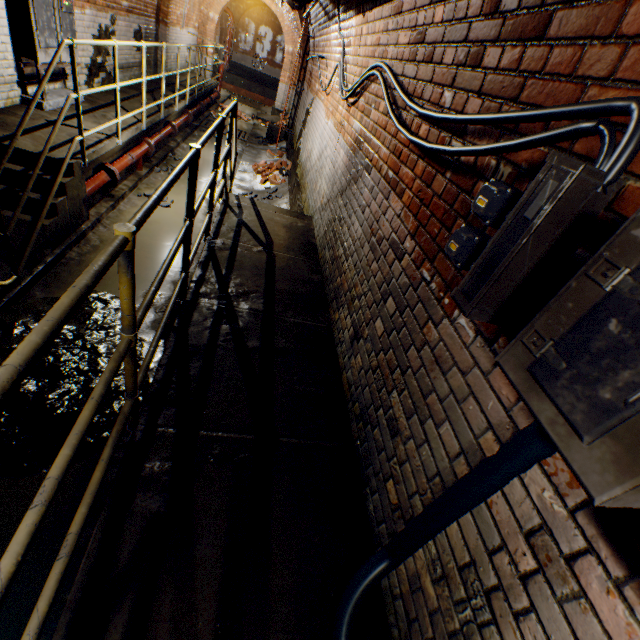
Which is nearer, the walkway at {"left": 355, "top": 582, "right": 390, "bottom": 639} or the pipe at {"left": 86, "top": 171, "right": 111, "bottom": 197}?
the walkway at {"left": 355, "top": 582, "right": 390, "bottom": 639}

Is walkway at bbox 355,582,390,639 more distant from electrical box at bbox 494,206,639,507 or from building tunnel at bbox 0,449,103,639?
electrical box at bbox 494,206,639,507

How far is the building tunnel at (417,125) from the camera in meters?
1.2 m

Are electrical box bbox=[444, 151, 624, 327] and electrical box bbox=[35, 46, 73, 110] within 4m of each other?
no

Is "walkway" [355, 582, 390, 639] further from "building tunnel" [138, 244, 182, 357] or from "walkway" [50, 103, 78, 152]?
"walkway" [50, 103, 78, 152]

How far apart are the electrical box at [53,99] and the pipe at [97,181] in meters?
1.2 m

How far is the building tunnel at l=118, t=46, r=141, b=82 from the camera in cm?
775

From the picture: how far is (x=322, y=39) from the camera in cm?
700
